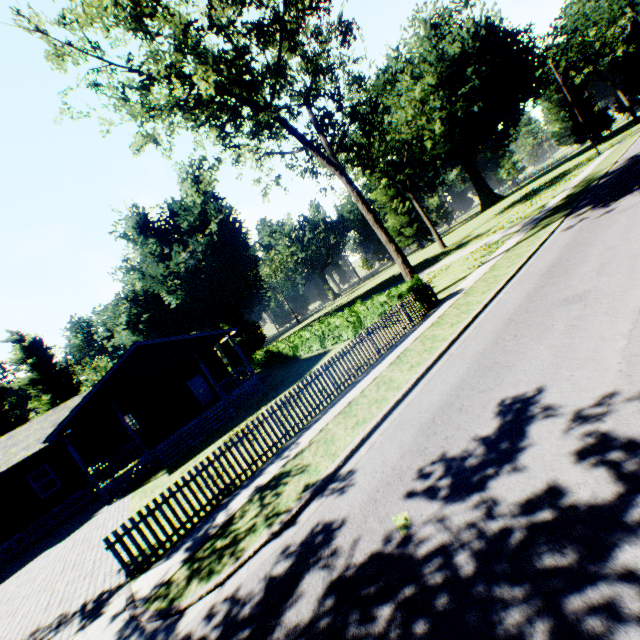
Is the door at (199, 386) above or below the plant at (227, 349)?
below

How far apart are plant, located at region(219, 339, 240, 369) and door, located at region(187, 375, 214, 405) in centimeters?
1662cm

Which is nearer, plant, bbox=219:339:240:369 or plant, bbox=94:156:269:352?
plant, bbox=94:156:269:352

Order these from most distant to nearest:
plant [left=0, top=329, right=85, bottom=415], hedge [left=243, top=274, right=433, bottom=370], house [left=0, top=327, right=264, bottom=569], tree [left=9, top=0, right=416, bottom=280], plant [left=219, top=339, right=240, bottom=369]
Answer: plant [left=0, top=329, right=85, bottom=415]
plant [left=219, top=339, right=240, bottom=369]
house [left=0, top=327, right=264, bottom=569]
hedge [left=243, top=274, right=433, bottom=370]
tree [left=9, top=0, right=416, bottom=280]

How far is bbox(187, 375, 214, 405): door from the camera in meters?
24.3 m

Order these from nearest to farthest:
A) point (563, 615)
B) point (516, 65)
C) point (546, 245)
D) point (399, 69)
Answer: point (563, 615) < point (546, 245) < point (516, 65) < point (399, 69)

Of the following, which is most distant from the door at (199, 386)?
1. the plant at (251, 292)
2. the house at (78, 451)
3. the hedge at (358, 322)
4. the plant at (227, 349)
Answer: the plant at (251, 292)

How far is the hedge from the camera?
15.1 meters
